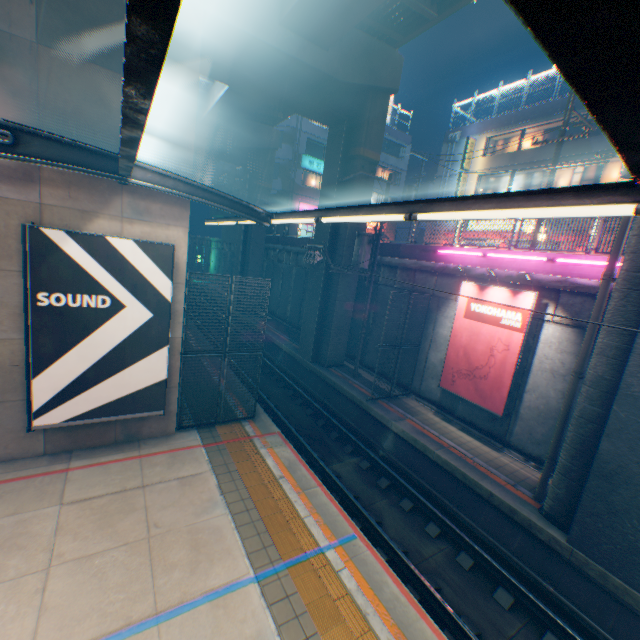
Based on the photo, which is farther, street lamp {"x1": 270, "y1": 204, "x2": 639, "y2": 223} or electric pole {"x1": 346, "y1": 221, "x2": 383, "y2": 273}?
electric pole {"x1": 346, "y1": 221, "x2": 383, "y2": 273}

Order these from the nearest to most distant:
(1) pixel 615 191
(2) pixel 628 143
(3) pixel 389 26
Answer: (2) pixel 628 143
(1) pixel 615 191
(3) pixel 389 26

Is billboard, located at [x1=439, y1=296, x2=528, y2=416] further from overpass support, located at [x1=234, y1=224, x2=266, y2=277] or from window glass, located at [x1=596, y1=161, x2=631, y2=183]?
window glass, located at [x1=596, y1=161, x2=631, y2=183]

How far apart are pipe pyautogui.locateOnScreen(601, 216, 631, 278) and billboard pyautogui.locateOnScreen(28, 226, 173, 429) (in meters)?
10.41

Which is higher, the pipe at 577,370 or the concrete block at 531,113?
the concrete block at 531,113

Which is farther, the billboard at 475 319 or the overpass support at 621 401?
the billboard at 475 319

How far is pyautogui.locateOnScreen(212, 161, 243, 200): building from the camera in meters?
37.1 m

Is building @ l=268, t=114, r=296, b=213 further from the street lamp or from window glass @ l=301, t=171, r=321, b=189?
the street lamp
